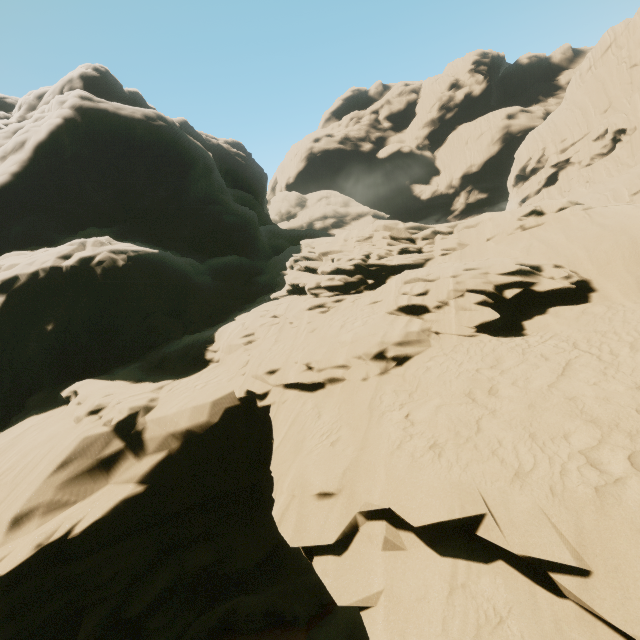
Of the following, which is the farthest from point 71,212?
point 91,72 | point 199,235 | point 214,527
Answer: point 214,527
